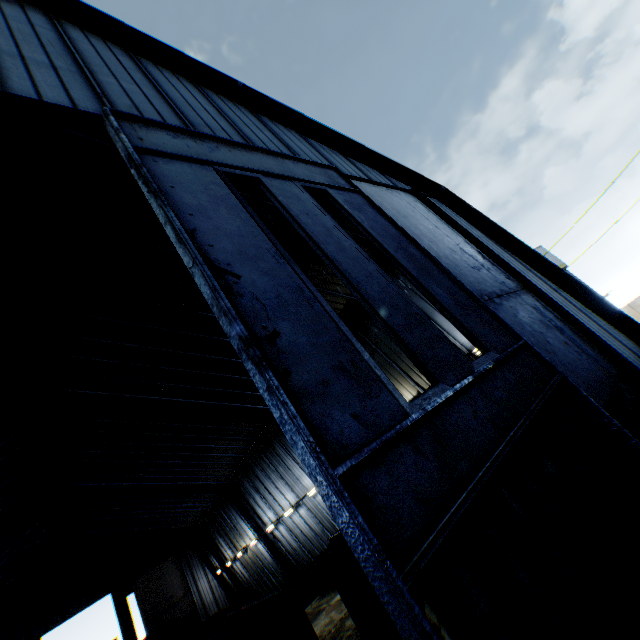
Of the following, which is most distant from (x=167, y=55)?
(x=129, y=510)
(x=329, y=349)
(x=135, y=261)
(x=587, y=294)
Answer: (x=129, y=510)

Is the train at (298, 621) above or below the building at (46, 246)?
below

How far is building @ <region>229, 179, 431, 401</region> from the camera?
11.1 meters

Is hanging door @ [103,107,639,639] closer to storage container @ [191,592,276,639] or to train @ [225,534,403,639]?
train @ [225,534,403,639]

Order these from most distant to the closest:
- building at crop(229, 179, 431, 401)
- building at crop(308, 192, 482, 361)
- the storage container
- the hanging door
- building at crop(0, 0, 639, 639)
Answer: the storage container → building at crop(308, 192, 482, 361) → building at crop(229, 179, 431, 401) → building at crop(0, 0, 639, 639) → the hanging door

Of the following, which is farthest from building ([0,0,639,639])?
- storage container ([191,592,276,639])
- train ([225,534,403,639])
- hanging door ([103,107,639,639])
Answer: storage container ([191,592,276,639])

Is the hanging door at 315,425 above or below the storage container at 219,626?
above
